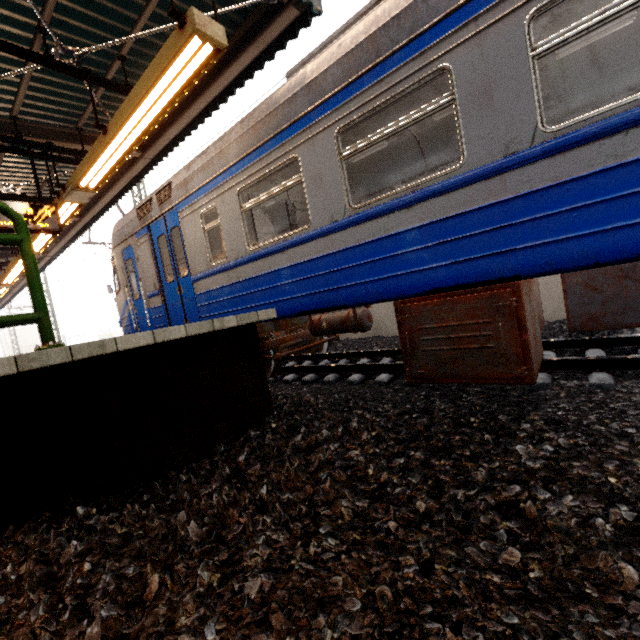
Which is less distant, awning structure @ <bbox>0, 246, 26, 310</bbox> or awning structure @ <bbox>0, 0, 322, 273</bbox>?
awning structure @ <bbox>0, 0, 322, 273</bbox>

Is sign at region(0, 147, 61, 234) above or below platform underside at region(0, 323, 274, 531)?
above

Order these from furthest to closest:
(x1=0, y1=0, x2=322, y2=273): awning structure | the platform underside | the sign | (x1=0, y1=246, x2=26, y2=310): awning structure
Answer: (x1=0, y1=246, x2=26, y2=310): awning structure → the sign → (x1=0, y1=0, x2=322, y2=273): awning structure → the platform underside

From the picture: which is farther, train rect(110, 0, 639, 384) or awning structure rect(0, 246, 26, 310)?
awning structure rect(0, 246, 26, 310)

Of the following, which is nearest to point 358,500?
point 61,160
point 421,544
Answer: point 421,544

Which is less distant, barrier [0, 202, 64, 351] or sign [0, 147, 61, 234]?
barrier [0, 202, 64, 351]

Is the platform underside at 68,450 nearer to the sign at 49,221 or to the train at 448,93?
Answer: the train at 448,93

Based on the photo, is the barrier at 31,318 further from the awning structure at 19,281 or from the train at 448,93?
the train at 448,93
